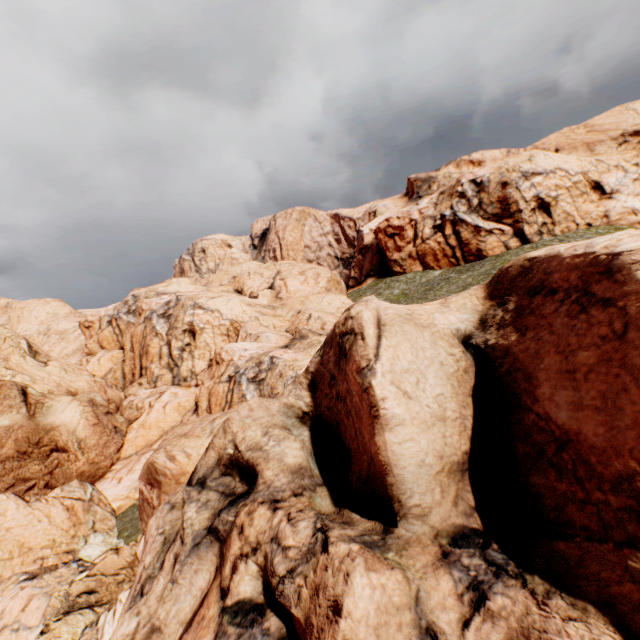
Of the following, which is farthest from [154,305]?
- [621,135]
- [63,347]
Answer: [621,135]

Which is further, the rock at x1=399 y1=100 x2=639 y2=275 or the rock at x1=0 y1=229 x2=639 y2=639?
the rock at x1=399 y1=100 x2=639 y2=275

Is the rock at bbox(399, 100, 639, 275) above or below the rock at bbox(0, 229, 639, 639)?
above

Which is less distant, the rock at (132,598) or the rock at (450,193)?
the rock at (132,598)

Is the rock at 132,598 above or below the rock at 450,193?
below
